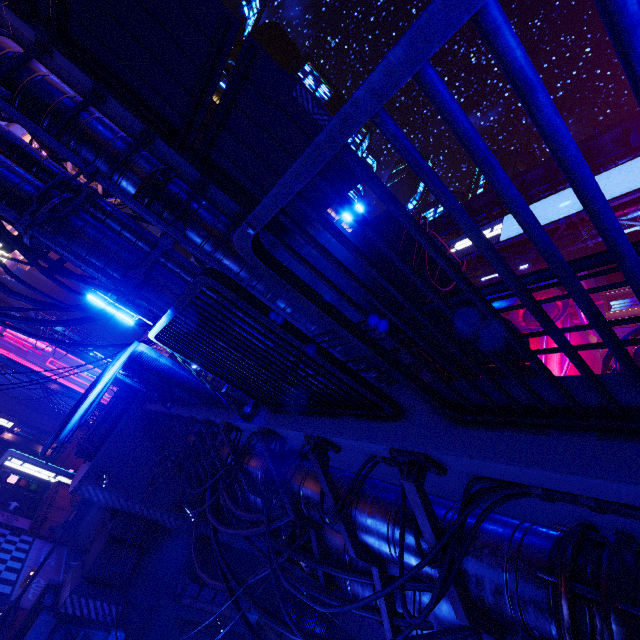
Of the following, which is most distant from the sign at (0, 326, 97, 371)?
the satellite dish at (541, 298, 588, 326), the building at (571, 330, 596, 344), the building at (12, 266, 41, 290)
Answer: the satellite dish at (541, 298, 588, 326)

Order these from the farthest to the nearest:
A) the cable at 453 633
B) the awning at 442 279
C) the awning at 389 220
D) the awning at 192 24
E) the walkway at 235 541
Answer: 1. the walkway at 235 541
2. the awning at 442 279
3. the awning at 389 220
4. the awning at 192 24
5. the cable at 453 633

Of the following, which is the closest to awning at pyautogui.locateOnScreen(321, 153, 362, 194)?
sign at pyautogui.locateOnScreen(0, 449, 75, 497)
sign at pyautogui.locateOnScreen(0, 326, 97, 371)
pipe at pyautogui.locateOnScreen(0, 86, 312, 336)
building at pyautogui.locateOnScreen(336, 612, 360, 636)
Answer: pipe at pyautogui.locateOnScreen(0, 86, 312, 336)

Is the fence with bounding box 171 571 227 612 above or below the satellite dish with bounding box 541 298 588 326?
below

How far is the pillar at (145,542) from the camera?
17.4 meters

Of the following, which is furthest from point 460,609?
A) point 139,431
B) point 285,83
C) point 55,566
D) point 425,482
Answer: point 55,566

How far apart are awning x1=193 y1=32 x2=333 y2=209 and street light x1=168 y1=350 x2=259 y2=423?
6.15m

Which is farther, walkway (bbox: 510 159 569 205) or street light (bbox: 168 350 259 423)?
walkway (bbox: 510 159 569 205)
